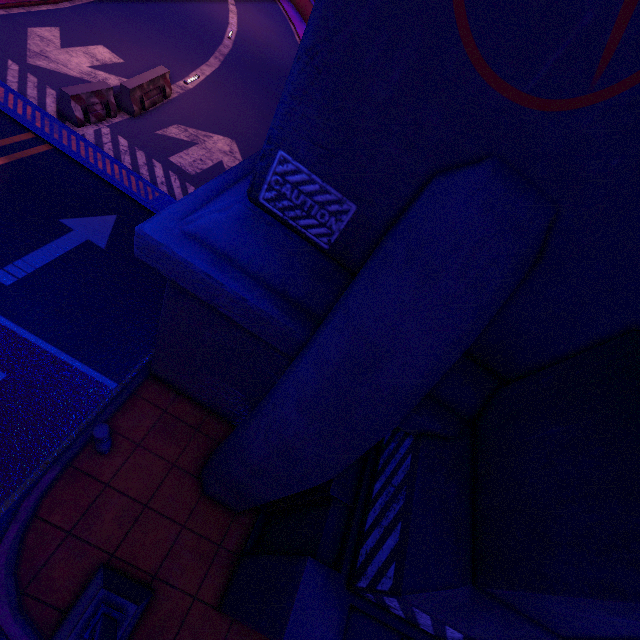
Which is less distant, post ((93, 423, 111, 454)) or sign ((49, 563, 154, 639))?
sign ((49, 563, 154, 639))

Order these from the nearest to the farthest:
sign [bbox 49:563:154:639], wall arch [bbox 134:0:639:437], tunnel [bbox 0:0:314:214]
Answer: wall arch [bbox 134:0:639:437]
sign [bbox 49:563:154:639]
tunnel [bbox 0:0:314:214]

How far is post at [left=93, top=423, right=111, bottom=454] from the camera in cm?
457

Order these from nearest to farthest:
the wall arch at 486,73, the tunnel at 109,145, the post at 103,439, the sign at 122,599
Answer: the wall arch at 486,73 < the sign at 122,599 < the post at 103,439 < the tunnel at 109,145

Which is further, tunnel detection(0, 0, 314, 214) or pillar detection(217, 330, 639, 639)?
tunnel detection(0, 0, 314, 214)

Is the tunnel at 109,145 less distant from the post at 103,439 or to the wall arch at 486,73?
the wall arch at 486,73

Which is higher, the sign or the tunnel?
the sign

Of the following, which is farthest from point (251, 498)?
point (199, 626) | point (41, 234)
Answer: point (41, 234)
